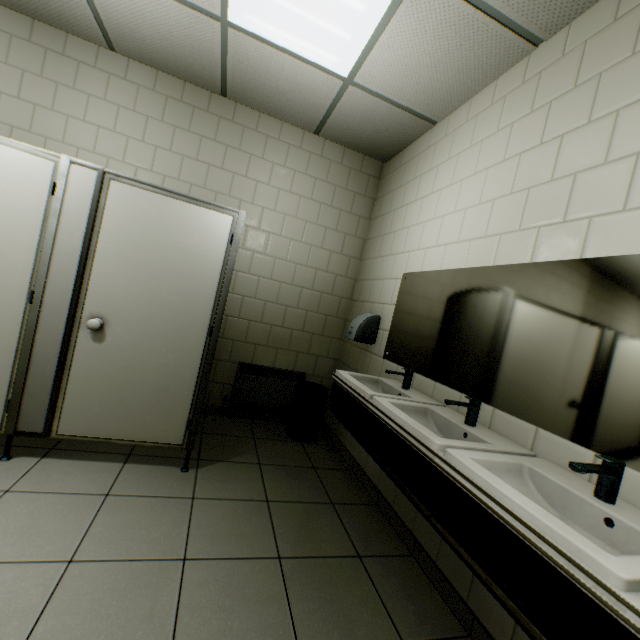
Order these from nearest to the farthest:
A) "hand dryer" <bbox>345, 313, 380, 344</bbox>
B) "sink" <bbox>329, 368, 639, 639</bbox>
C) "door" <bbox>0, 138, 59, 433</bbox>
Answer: "sink" <bbox>329, 368, 639, 639</bbox>
"door" <bbox>0, 138, 59, 433</bbox>
"hand dryer" <bbox>345, 313, 380, 344</bbox>

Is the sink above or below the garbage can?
above

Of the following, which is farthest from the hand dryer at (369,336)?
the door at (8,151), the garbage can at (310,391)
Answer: the door at (8,151)

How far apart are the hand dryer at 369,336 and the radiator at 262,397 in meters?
0.8 m

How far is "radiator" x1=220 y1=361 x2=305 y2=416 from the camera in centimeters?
350cm

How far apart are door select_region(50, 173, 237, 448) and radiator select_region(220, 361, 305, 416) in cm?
113

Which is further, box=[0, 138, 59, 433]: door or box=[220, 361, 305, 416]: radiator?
box=[220, 361, 305, 416]: radiator

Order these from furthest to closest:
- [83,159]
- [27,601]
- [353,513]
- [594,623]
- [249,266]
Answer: [249,266]
[83,159]
[353,513]
[27,601]
[594,623]
